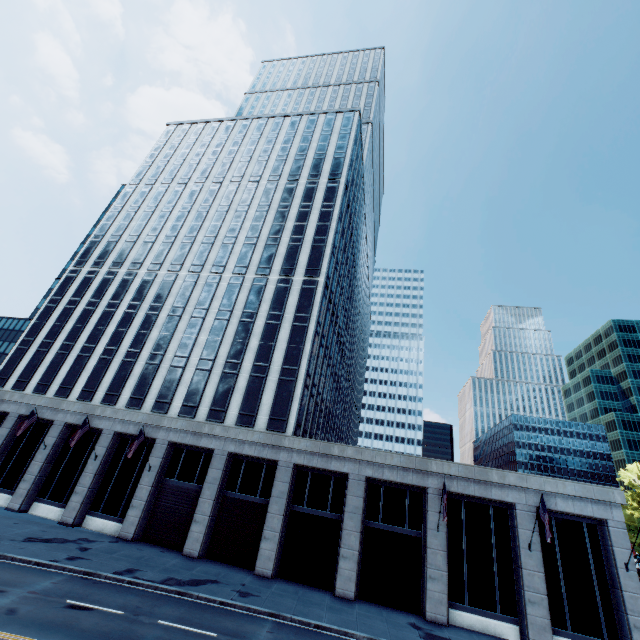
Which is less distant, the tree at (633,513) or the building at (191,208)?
the building at (191,208)

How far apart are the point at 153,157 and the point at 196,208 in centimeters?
1825cm

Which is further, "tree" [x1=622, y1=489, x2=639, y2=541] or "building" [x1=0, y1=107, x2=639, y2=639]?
"tree" [x1=622, y1=489, x2=639, y2=541]
